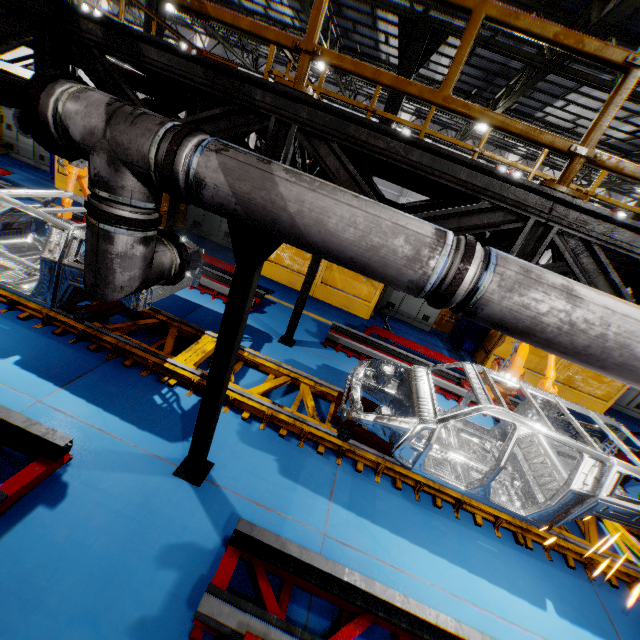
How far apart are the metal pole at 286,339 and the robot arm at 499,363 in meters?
4.3

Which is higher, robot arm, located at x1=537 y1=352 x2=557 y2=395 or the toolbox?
robot arm, located at x1=537 y1=352 x2=557 y2=395

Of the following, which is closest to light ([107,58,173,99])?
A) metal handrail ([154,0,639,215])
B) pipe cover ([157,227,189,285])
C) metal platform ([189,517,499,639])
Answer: metal handrail ([154,0,639,215])

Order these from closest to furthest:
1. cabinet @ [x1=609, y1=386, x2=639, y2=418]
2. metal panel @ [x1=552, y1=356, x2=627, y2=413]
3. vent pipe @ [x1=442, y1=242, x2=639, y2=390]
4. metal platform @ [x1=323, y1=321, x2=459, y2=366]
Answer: vent pipe @ [x1=442, y1=242, x2=639, y2=390], metal platform @ [x1=323, y1=321, x2=459, y2=366], metal panel @ [x1=552, y1=356, x2=627, y2=413], cabinet @ [x1=609, y1=386, x2=639, y2=418]

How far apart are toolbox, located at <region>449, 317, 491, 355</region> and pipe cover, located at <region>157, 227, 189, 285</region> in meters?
9.7

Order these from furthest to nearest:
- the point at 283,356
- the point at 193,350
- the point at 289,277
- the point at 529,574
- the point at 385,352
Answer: the point at 289,277
the point at 385,352
the point at 283,356
the point at 193,350
the point at 529,574

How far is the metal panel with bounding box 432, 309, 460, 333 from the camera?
12.12m

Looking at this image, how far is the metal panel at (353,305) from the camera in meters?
10.3
